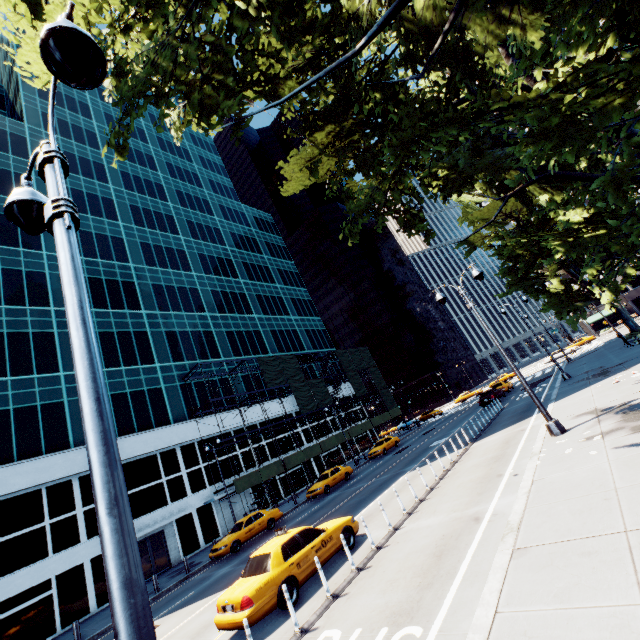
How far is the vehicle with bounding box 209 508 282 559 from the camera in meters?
19.8

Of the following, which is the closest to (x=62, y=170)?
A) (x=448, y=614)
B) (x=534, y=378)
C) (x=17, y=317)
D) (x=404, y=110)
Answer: (x=448, y=614)

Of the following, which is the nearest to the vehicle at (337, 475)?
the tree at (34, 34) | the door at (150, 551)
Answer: the door at (150, 551)

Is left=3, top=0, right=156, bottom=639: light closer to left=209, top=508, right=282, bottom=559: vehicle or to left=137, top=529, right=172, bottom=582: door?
left=209, top=508, right=282, bottom=559: vehicle

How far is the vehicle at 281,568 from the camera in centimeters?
821cm

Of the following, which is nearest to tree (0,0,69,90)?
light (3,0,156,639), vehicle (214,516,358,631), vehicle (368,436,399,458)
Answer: light (3,0,156,639)

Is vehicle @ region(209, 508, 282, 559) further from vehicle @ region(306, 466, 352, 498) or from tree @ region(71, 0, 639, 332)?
tree @ region(71, 0, 639, 332)

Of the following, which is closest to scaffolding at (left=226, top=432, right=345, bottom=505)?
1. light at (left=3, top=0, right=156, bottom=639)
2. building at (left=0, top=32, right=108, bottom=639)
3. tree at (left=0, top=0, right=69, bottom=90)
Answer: building at (left=0, top=32, right=108, bottom=639)
